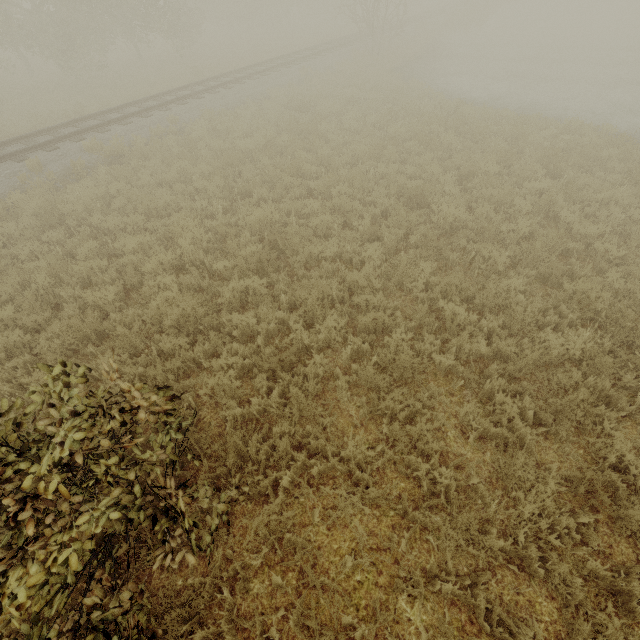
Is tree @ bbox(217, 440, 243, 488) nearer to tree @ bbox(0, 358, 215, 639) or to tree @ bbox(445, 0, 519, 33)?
tree @ bbox(0, 358, 215, 639)

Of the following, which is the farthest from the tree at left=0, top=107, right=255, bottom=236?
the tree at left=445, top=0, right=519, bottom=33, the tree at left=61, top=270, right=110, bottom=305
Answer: the tree at left=445, top=0, right=519, bottom=33

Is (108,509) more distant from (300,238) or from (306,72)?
(306,72)

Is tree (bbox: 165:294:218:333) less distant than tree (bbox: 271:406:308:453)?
No

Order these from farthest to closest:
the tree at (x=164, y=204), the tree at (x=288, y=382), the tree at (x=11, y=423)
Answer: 1. the tree at (x=164, y=204)
2. the tree at (x=288, y=382)
3. the tree at (x=11, y=423)

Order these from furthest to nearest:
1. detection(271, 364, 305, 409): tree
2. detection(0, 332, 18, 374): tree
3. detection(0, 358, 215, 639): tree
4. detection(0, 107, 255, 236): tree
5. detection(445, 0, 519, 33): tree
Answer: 1. detection(445, 0, 519, 33): tree
2. detection(0, 107, 255, 236): tree
3. detection(0, 332, 18, 374): tree
4. detection(271, 364, 305, 409): tree
5. detection(0, 358, 215, 639): tree

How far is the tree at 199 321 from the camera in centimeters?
549cm

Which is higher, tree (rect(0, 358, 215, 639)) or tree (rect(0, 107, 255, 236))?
tree (rect(0, 358, 215, 639))
